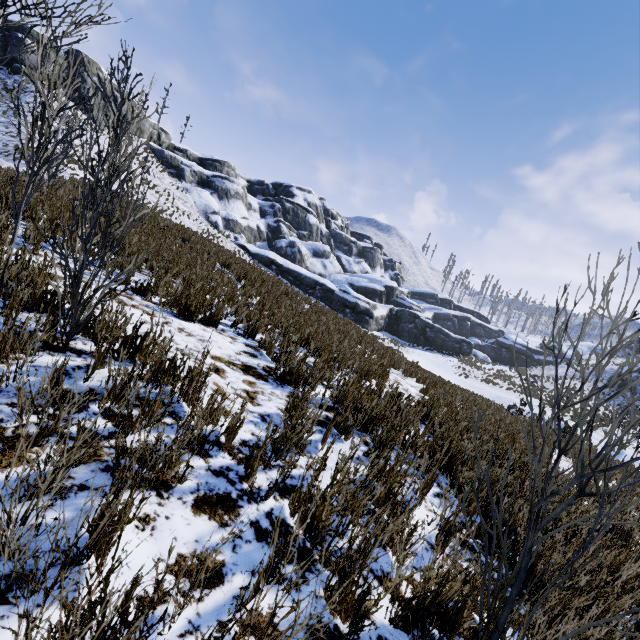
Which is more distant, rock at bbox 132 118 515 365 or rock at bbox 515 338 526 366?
rock at bbox 515 338 526 366

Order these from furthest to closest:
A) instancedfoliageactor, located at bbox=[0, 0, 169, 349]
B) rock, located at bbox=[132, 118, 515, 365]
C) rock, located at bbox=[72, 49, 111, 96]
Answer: rock, located at bbox=[132, 118, 515, 365], rock, located at bbox=[72, 49, 111, 96], instancedfoliageactor, located at bbox=[0, 0, 169, 349]

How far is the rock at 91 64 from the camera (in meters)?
32.00

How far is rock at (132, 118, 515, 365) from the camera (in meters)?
38.00

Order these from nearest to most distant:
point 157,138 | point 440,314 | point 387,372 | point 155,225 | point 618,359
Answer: point 387,372, point 155,225, point 157,138, point 618,359, point 440,314

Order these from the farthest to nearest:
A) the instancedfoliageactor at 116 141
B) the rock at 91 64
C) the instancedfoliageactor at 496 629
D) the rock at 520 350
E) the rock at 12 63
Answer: the rock at 520 350 → the rock at 91 64 → the rock at 12 63 → the instancedfoliageactor at 116 141 → the instancedfoliageactor at 496 629
